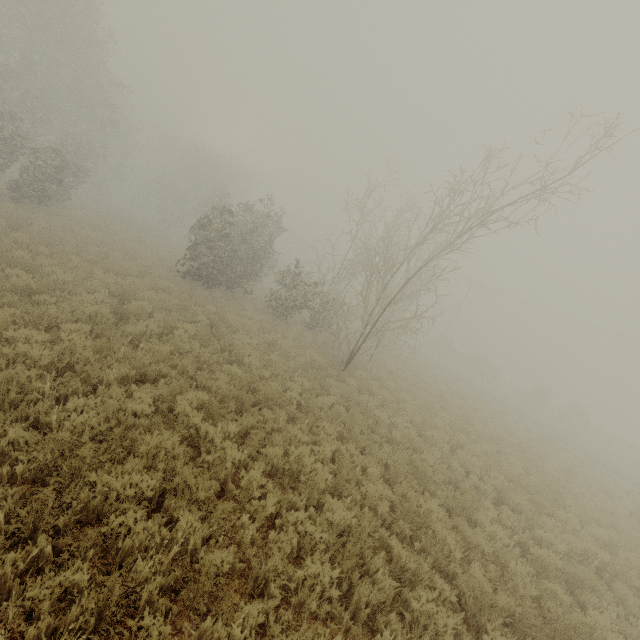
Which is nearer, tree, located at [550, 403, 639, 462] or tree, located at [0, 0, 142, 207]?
tree, located at [0, 0, 142, 207]

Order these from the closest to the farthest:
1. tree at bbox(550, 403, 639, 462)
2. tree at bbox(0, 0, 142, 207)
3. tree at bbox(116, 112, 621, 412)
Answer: tree at bbox(116, 112, 621, 412) < tree at bbox(0, 0, 142, 207) < tree at bbox(550, 403, 639, 462)

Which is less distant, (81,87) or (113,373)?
(113,373)

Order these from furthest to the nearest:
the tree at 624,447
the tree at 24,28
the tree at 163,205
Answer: the tree at 624,447
the tree at 24,28
the tree at 163,205

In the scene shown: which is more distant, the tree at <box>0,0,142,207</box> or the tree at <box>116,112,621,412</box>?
the tree at <box>0,0,142,207</box>

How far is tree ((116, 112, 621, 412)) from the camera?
12.4m

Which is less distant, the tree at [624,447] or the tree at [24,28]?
the tree at [24,28]
